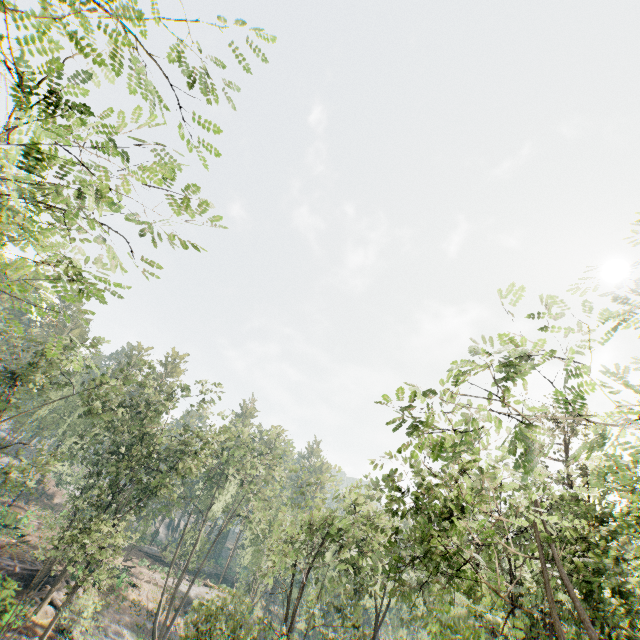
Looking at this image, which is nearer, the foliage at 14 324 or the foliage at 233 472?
the foliage at 14 324

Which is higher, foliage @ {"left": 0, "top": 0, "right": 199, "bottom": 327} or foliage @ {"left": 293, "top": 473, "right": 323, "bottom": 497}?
foliage @ {"left": 293, "top": 473, "right": 323, "bottom": 497}

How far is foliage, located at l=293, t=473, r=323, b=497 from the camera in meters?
26.4

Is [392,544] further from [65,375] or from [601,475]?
[65,375]

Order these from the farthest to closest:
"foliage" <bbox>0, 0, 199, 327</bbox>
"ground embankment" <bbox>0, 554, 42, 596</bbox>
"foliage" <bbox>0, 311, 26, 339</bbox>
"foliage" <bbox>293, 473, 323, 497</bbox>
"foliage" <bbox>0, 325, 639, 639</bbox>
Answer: "foliage" <bbox>293, 473, 323, 497</bbox>, "ground embankment" <bbox>0, 554, 42, 596</bbox>, "foliage" <bbox>0, 325, 639, 639</bbox>, "foliage" <bbox>0, 311, 26, 339</bbox>, "foliage" <bbox>0, 0, 199, 327</bbox>

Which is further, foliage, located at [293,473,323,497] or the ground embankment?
foliage, located at [293,473,323,497]

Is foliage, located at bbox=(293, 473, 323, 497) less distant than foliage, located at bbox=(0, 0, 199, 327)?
No
